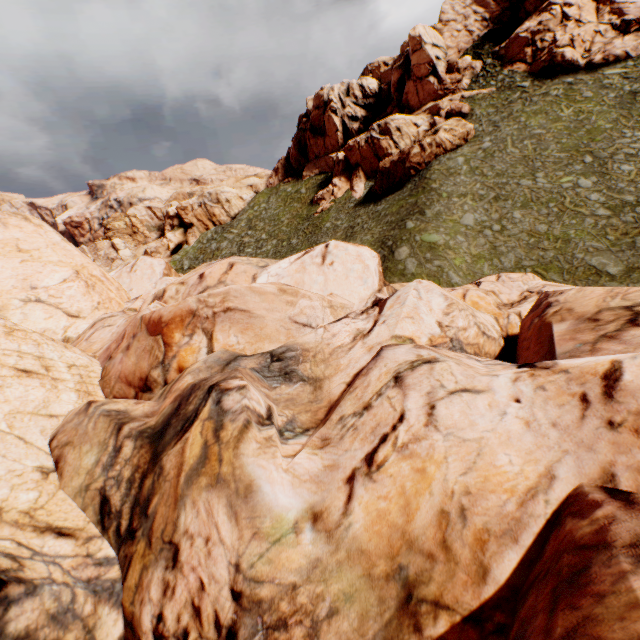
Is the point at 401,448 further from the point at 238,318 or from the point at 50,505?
the point at 50,505
